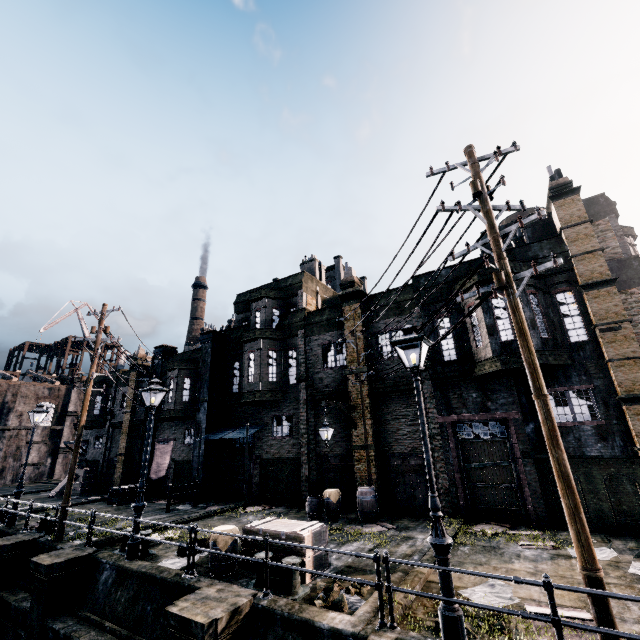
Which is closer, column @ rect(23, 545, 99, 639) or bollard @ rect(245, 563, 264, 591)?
bollard @ rect(245, 563, 264, 591)

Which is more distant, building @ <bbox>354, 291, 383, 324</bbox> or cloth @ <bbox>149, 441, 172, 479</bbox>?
cloth @ <bbox>149, 441, 172, 479</bbox>

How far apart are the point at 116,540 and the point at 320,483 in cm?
964

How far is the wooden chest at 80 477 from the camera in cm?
2652

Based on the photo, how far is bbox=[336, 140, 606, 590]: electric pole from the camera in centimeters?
538cm

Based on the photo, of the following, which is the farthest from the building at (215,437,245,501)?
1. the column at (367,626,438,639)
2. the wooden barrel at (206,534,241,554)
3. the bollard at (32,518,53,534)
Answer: the column at (367,626,438,639)

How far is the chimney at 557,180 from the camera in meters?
14.8 m

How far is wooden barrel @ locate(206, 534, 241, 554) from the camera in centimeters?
934cm
